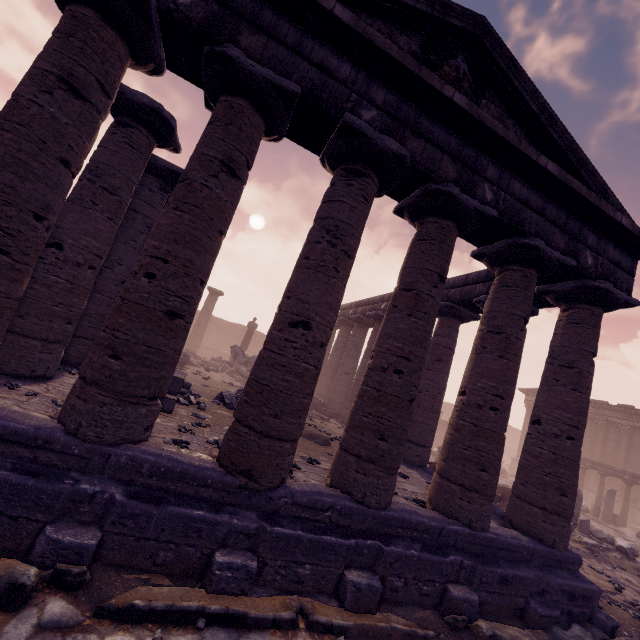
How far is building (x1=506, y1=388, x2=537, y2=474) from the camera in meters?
28.5

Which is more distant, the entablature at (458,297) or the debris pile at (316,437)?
the entablature at (458,297)

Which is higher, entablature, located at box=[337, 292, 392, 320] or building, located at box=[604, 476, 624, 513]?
entablature, located at box=[337, 292, 392, 320]

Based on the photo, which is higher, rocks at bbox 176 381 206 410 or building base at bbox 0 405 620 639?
rocks at bbox 176 381 206 410

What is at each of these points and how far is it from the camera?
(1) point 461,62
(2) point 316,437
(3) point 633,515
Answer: (1) relief sculpture, 5.9 meters
(2) debris pile, 8.7 meters
(3) building, 20.5 meters

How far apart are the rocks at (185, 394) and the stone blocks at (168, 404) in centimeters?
4cm

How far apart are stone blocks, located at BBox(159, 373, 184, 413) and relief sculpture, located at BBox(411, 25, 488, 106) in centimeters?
767cm

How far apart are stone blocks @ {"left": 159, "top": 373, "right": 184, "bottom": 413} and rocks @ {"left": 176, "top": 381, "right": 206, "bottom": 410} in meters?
0.0
